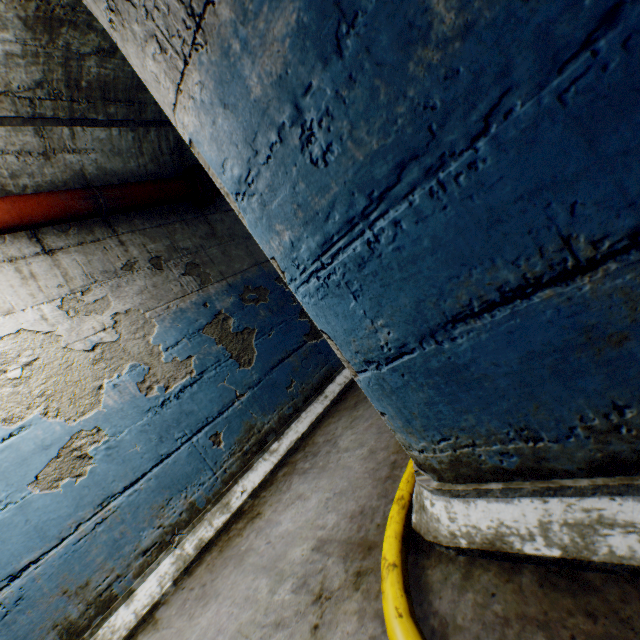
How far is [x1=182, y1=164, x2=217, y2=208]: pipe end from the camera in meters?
2.9

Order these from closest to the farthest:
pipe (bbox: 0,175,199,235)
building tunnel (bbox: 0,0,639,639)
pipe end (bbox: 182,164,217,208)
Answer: building tunnel (bbox: 0,0,639,639)
pipe (bbox: 0,175,199,235)
pipe end (bbox: 182,164,217,208)

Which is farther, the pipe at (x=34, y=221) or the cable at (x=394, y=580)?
the pipe at (x=34, y=221)

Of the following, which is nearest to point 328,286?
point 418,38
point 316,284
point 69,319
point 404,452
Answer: point 316,284

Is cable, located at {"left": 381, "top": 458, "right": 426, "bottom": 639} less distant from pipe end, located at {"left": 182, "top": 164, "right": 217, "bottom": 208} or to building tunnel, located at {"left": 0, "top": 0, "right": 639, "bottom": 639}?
building tunnel, located at {"left": 0, "top": 0, "right": 639, "bottom": 639}

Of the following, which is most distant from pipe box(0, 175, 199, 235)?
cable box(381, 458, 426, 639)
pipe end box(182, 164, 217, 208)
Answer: cable box(381, 458, 426, 639)

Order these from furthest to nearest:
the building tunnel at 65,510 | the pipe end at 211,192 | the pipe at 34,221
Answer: the pipe end at 211,192, the pipe at 34,221, the building tunnel at 65,510

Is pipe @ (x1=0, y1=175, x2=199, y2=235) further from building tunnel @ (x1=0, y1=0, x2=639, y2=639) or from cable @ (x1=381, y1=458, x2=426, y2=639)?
cable @ (x1=381, y1=458, x2=426, y2=639)
